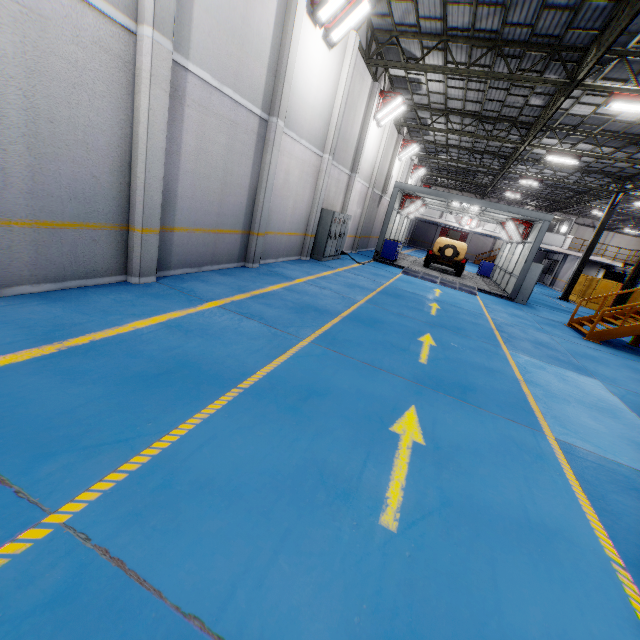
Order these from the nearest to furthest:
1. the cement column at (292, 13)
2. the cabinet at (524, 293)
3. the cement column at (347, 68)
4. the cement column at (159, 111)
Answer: the cement column at (159, 111) < the cement column at (292, 13) < the cement column at (347, 68) < the cabinet at (524, 293)

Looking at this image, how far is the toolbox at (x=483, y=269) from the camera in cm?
2422

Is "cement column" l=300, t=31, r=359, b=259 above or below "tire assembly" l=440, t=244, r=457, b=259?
above

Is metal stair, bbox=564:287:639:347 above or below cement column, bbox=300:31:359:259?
below

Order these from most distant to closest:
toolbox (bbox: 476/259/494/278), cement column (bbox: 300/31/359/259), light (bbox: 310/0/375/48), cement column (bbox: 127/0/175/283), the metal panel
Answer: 1. toolbox (bbox: 476/259/494/278)
2. the metal panel
3. cement column (bbox: 300/31/359/259)
4. light (bbox: 310/0/375/48)
5. cement column (bbox: 127/0/175/283)

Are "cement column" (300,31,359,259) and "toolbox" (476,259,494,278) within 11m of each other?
no

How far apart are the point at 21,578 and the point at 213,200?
7.4m

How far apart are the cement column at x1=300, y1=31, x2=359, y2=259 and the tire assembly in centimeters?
973cm
